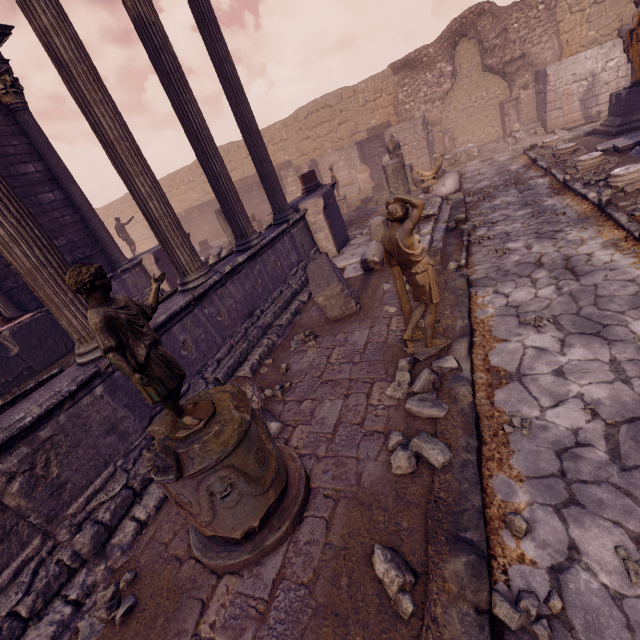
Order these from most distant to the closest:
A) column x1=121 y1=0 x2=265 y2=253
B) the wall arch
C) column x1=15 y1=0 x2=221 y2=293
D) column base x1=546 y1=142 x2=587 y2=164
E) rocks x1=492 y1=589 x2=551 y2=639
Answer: the wall arch
column base x1=546 y1=142 x2=587 y2=164
column x1=121 y1=0 x2=265 y2=253
column x1=15 y1=0 x2=221 y2=293
rocks x1=492 y1=589 x2=551 y2=639

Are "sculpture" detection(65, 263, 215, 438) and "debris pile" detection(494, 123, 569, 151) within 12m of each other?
no

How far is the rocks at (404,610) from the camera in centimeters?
204cm

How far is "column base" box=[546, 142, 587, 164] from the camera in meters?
9.4 m

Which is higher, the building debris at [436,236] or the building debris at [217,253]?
the building debris at [217,253]

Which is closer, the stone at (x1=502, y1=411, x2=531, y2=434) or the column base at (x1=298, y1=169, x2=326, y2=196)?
the stone at (x1=502, y1=411, x2=531, y2=434)

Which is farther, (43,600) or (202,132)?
(202,132)

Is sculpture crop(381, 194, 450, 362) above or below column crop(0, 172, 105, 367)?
below
